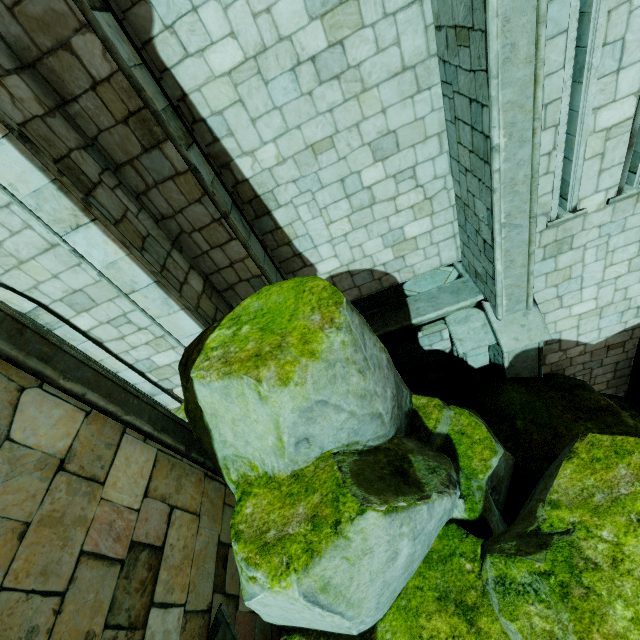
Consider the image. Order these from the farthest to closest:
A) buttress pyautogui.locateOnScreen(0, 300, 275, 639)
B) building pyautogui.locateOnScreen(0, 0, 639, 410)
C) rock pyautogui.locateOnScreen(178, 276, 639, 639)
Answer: building pyautogui.locateOnScreen(0, 0, 639, 410) → rock pyautogui.locateOnScreen(178, 276, 639, 639) → buttress pyautogui.locateOnScreen(0, 300, 275, 639)

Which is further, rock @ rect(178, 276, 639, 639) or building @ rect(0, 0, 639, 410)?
building @ rect(0, 0, 639, 410)

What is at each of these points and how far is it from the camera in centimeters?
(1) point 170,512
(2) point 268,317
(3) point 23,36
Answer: (1) buttress, 318cm
(2) rock, 349cm
(3) building, 344cm

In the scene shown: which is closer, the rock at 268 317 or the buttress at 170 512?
the buttress at 170 512

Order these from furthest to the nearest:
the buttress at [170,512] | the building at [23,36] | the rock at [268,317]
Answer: the building at [23,36] → the rock at [268,317] → the buttress at [170,512]

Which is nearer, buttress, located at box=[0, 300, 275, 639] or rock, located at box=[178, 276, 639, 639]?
buttress, located at box=[0, 300, 275, 639]

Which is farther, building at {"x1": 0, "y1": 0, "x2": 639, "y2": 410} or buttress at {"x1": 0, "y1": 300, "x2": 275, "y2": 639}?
building at {"x1": 0, "y1": 0, "x2": 639, "y2": 410}
